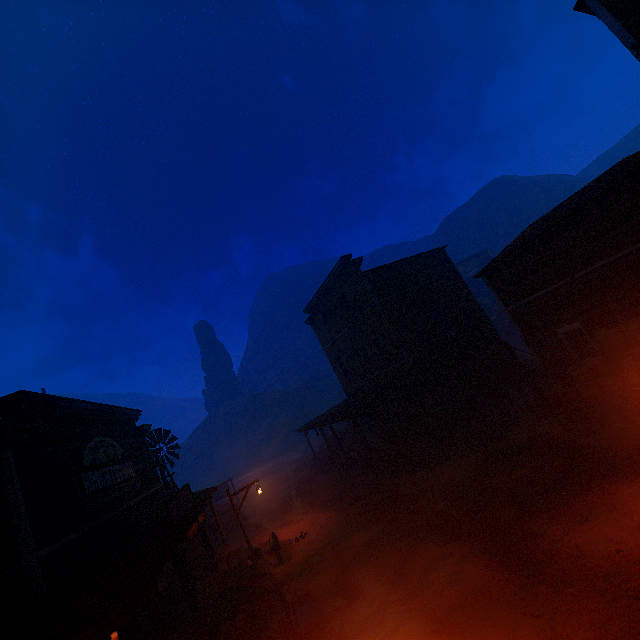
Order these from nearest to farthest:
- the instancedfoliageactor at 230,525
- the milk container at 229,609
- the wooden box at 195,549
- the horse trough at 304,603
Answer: the horse trough at 304,603 → the milk container at 229,609 → the wooden box at 195,549 → the instancedfoliageactor at 230,525

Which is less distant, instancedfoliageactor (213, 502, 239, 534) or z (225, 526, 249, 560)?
z (225, 526, 249, 560)

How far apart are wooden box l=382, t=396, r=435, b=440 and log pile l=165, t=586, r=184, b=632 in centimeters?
1213cm

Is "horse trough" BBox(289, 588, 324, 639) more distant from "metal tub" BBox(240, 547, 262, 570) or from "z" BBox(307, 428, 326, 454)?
"metal tub" BBox(240, 547, 262, 570)

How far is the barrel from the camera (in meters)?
11.34

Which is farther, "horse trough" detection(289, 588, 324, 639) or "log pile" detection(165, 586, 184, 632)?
"log pile" detection(165, 586, 184, 632)

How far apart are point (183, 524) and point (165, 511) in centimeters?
393cm

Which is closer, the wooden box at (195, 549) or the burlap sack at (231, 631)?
the burlap sack at (231, 631)
